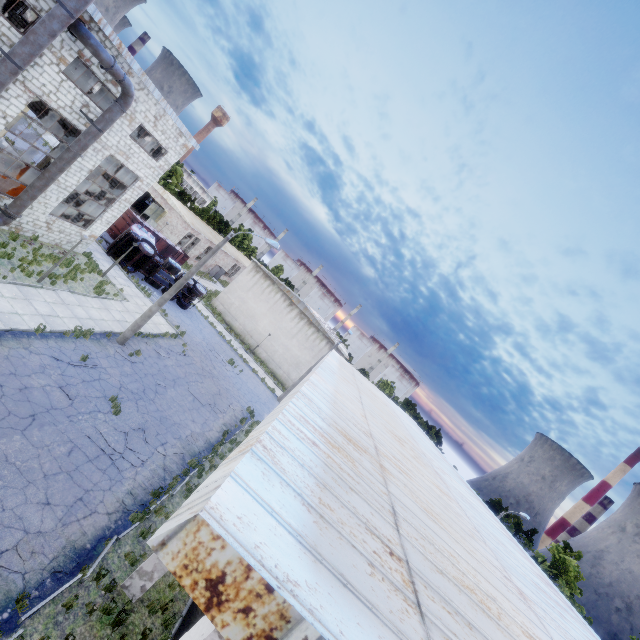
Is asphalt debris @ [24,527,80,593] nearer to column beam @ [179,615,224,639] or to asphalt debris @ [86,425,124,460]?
asphalt debris @ [86,425,124,460]

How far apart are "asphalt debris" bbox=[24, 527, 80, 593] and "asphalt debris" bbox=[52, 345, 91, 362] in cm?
729

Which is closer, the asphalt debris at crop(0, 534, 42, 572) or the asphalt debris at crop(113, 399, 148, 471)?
the asphalt debris at crop(0, 534, 42, 572)

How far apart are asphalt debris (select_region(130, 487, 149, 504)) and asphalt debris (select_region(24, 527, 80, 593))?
2.0 meters

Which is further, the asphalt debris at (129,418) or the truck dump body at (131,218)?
the truck dump body at (131,218)

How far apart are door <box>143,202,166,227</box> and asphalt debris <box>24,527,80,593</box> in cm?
3879

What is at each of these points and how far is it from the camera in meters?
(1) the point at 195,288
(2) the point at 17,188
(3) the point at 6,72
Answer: (1) truck, 30.4 m
(2) cable machine, 19.1 m
(3) pipe, 12.0 m

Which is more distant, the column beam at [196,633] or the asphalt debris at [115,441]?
the asphalt debris at [115,441]
